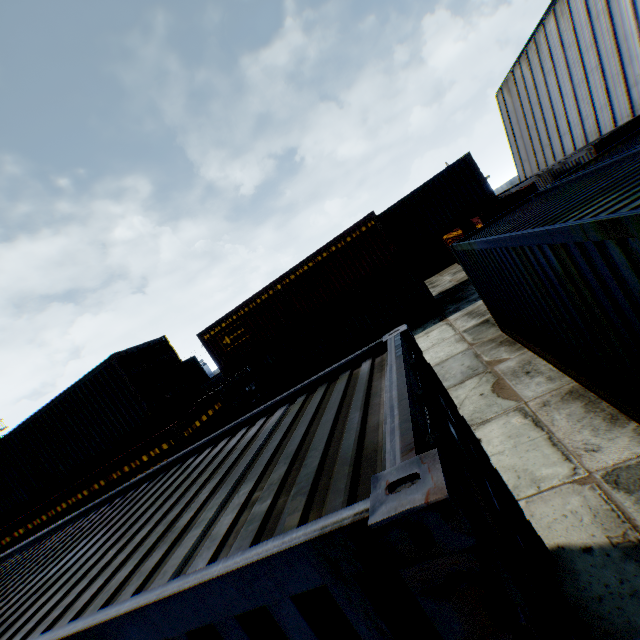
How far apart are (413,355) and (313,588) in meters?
2.1
